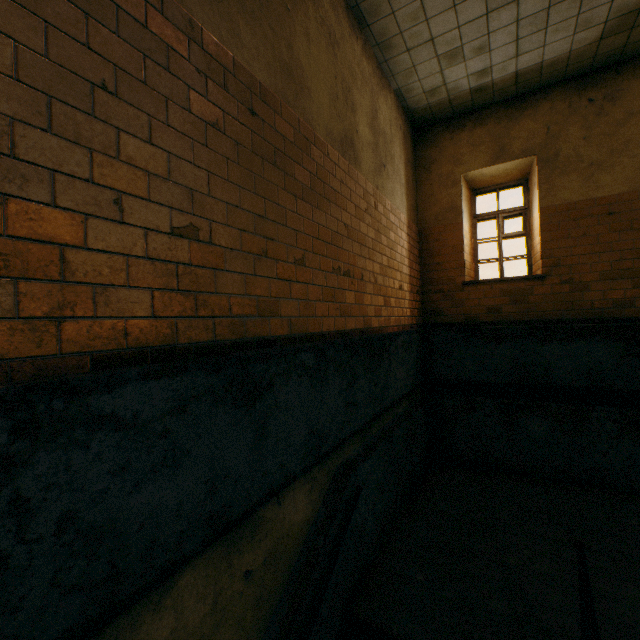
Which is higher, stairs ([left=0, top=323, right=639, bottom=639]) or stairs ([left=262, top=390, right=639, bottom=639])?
stairs ([left=0, top=323, right=639, bottom=639])

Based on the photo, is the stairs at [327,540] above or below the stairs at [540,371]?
Answer: below

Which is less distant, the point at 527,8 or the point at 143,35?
the point at 143,35

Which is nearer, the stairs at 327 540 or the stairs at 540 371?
the stairs at 540 371

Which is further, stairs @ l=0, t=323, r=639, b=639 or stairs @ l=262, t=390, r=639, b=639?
stairs @ l=262, t=390, r=639, b=639
